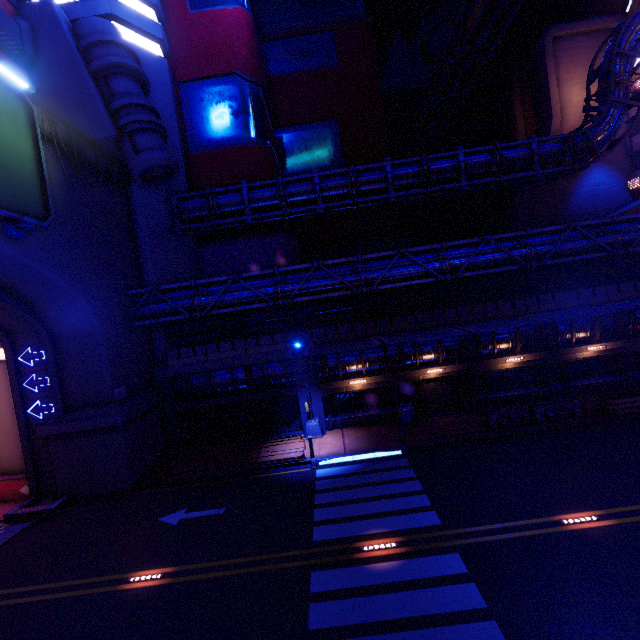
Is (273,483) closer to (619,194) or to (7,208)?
(7,208)

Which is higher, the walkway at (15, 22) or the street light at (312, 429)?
the walkway at (15, 22)

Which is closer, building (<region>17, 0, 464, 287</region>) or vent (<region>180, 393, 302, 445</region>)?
building (<region>17, 0, 464, 287</region>)

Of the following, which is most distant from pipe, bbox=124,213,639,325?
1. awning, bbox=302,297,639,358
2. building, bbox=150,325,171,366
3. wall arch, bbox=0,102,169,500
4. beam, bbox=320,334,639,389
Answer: beam, bbox=320,334,639,389

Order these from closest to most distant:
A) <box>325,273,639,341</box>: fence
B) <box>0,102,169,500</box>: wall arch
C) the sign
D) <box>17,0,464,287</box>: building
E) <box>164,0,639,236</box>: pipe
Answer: the sign
<box>0,102,169,500</box>: wall arch
<box>17,0,464,287</box>: building
<box>325,273,639,341</box>: fence
<box>164,0,639,236</box>: pipe

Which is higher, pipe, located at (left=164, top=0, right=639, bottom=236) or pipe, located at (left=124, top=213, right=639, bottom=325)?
pipe, located at (left=164, top=0, right=639, bottom=236)

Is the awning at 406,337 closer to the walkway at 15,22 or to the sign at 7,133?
the sign at 7,133

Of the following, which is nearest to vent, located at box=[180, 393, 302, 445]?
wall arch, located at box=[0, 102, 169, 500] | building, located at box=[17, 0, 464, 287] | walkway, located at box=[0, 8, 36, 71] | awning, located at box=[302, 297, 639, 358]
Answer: wall arch, located at box=[0, 102, 169, 500]
